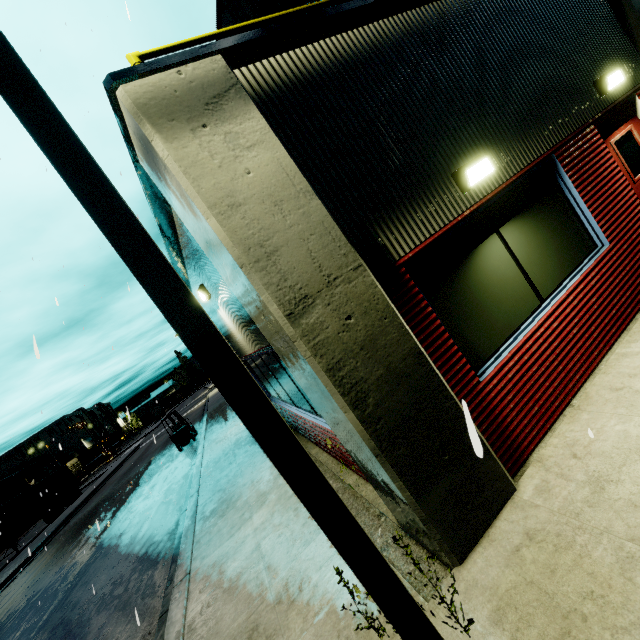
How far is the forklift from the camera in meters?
18.8 m

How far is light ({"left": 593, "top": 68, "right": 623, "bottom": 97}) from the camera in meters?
4.9 m

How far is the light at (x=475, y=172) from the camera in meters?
3.6

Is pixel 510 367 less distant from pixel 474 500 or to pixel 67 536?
pixel 474 500

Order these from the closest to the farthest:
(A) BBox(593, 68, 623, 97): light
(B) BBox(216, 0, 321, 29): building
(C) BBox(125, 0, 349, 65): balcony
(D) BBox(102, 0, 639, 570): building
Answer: (D) BBox(102, 0, 639, 570): building, (C) BBox(125, 0, 349, 65): balcony, (A) BBox(593, 68, 623, 97): light, (B) BBox(216, 0, 321, 29): building

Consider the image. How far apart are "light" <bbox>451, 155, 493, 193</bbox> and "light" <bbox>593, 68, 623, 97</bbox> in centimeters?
308cm

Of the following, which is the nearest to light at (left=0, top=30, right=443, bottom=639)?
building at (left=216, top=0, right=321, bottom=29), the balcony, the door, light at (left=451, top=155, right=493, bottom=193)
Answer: building at (left=216, top=0, right=321, bottom=29)

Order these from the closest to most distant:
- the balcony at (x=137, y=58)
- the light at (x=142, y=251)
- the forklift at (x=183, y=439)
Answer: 1. the light at (x=142, y=251)
2. the balcony at (x=137, y=58)
3. the forklift at (x=183, y=439)
